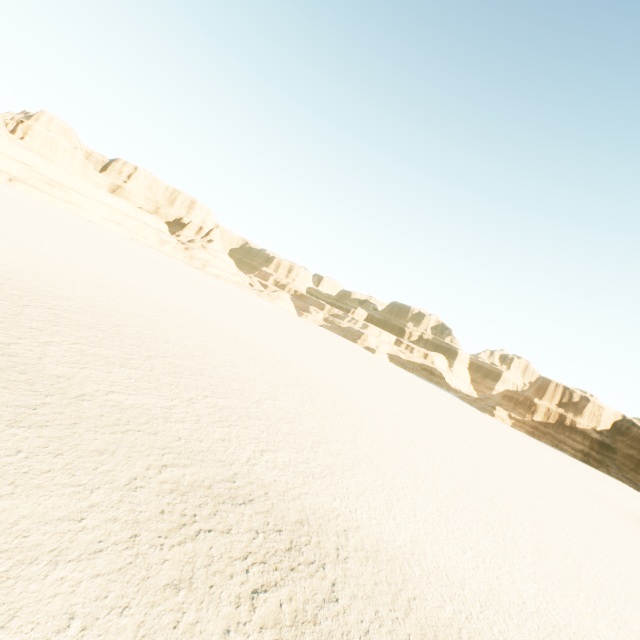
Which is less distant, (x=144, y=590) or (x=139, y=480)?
(x=144, y=590)
